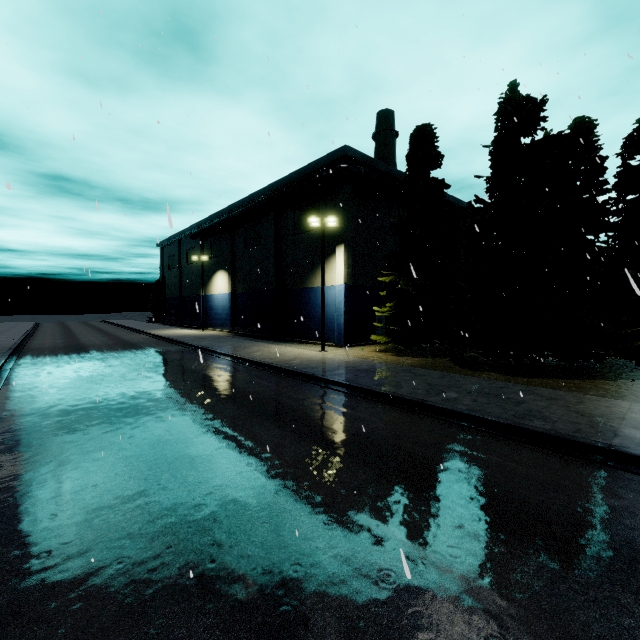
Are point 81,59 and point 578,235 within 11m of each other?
no

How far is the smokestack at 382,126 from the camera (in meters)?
40.19

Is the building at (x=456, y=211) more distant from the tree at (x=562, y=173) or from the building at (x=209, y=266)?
the building at (x=209, y=266)

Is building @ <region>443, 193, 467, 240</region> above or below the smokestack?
below

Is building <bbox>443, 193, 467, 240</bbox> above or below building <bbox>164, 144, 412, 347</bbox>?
above

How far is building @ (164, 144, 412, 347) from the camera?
26.55m

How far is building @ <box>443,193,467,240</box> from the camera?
36.2m

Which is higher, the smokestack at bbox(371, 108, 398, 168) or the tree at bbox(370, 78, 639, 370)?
the smokestack at bbox(371, 108, 398, 168)
